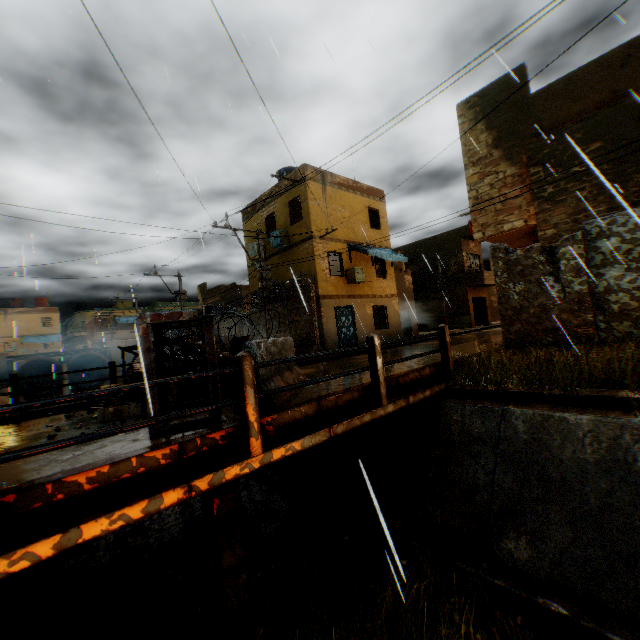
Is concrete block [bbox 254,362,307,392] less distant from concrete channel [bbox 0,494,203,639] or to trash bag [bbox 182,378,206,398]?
trash bag [bbox 182,378,206,398]

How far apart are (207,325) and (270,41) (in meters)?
4.34

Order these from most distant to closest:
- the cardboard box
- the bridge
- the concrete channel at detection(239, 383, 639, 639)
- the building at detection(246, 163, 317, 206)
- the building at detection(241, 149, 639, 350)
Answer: the building at detection(246, 163, 317, 206) → the building at detection(241, 149, 639, 350) → the cardboard box → the concrete channel at detection(239, 383, 639, 639) → the bridge

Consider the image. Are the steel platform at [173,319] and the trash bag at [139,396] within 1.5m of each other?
no

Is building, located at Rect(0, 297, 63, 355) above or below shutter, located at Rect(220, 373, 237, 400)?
above

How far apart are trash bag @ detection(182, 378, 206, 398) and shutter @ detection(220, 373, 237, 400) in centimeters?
1cm

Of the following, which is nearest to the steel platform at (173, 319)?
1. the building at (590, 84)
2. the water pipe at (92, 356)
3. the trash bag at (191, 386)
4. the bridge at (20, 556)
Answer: the bridge at (20, 556)

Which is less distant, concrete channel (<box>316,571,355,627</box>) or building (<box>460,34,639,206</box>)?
concrete channel (<box>316,571,355,627</box>)
